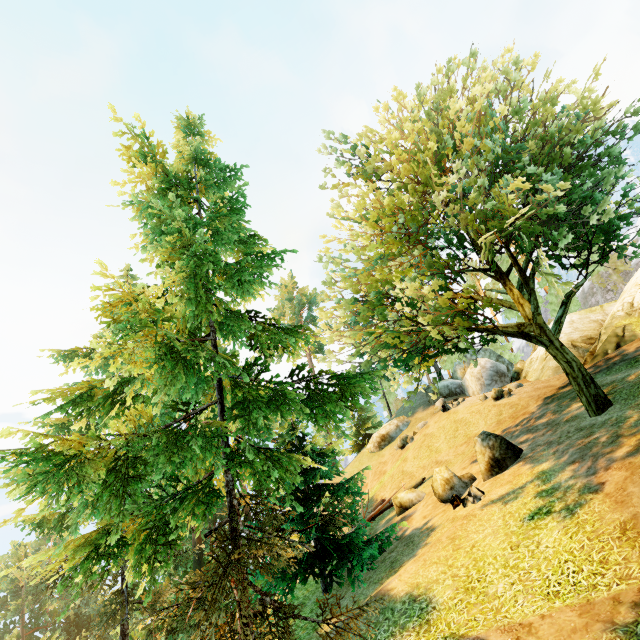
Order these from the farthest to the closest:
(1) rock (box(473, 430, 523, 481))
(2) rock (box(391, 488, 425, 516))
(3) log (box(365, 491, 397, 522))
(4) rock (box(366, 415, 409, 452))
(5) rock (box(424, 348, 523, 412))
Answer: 1. (4) rock (box(366, 415, 409, 452))
2. (5) rock (box(424, 348, 523, 412))
3. (3) log (box(365, 491, 397, 522))
4. (2) rock (box(391, 488, 425, 516))
5. (1) rock (box(473, 430, 523, 481))

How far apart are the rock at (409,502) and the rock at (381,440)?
16.7 meters

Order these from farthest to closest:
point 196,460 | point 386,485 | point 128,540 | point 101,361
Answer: point 386,485 → point 101,361 → point 196,460 → point 128,540

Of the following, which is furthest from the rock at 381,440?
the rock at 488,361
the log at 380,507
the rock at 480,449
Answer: the rock at 480,449

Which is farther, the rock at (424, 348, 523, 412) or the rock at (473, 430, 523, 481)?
the rock at (424, 348, 523, 412)

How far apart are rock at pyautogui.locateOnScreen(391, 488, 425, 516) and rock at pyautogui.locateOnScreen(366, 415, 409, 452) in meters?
16.7 m

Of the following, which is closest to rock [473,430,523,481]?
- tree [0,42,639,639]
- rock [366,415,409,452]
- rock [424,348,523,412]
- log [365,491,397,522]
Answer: tree [0,42,639,639]

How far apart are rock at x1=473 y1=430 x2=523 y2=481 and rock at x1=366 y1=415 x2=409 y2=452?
21.9m
